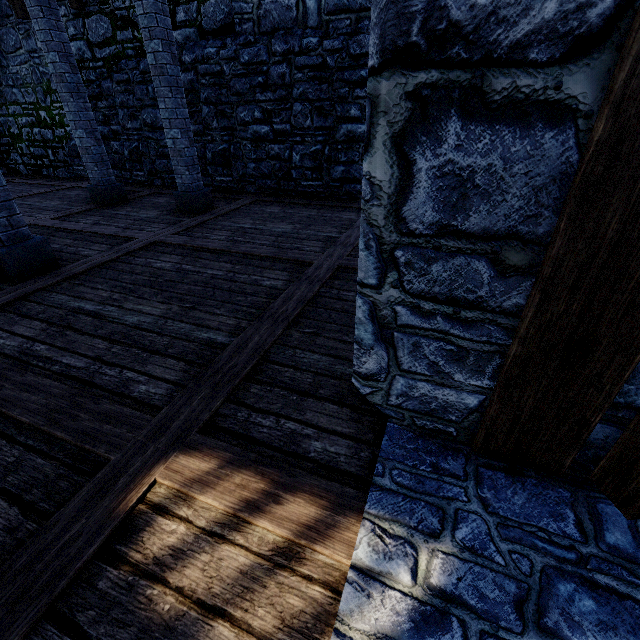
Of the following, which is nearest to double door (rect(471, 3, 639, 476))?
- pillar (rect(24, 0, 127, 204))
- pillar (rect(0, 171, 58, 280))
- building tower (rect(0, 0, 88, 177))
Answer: building tower (rect(0, 0, 88, 177))

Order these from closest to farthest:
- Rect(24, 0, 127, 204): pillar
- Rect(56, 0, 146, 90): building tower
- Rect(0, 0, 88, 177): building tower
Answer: Rect(24, 0, 127, 204): pillar → Rect(56, 0, 146, 90): building tower → Rect(0, 0, 88, 177): building tower

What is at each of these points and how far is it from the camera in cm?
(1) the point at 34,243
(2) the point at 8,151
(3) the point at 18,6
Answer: (1) pillar, 394
(2) building tower, 1130
(3) wooden support, 805

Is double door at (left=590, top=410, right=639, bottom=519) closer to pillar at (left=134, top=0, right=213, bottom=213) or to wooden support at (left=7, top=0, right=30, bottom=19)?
pillar at (left=134, top=0, right=213, bottom=213)

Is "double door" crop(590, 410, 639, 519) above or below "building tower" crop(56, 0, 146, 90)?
below

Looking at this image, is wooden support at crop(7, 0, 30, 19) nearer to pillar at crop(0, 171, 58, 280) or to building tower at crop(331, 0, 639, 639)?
building tower at crop(331, 0, 639, 639)

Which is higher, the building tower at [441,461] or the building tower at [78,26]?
the building tower at [78,26]

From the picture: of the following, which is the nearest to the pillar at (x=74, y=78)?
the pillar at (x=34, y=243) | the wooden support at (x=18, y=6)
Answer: the pillar at (x=34, y=243)
